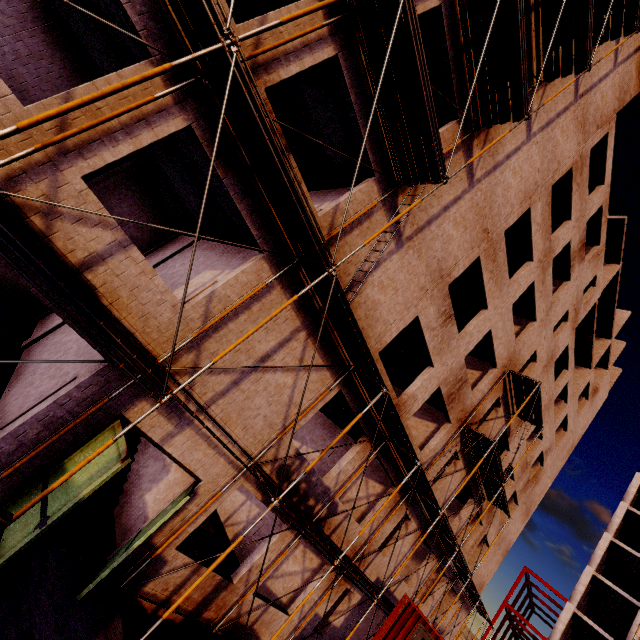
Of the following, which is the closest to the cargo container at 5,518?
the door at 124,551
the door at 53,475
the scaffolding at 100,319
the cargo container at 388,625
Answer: the scaffolding at 100,319

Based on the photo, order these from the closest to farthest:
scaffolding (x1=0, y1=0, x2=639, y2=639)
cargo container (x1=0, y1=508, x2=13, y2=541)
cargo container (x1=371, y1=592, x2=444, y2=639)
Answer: cargo container (x1=0, y1=508, x2=13, y2=541), scaffolding (x1=0, y1=0, x2=639, y2=639), cargo container (x1=371, y1=592, x2=444, y2=639)

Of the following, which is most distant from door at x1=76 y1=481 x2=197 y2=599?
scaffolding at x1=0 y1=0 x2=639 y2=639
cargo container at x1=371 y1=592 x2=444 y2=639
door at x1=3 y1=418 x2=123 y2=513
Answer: cargo container at x1=371 y1=592 x2=444 y2=639

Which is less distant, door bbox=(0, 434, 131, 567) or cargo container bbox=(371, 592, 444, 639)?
door bbox=(0, 434, 131, 567)

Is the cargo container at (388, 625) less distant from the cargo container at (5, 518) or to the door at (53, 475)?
the door at (53, 475)

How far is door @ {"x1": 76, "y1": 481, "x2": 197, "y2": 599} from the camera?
6.40m

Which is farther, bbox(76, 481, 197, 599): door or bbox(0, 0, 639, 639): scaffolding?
bbox(76, 481, 197, 599): door

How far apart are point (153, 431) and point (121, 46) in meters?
9.0
